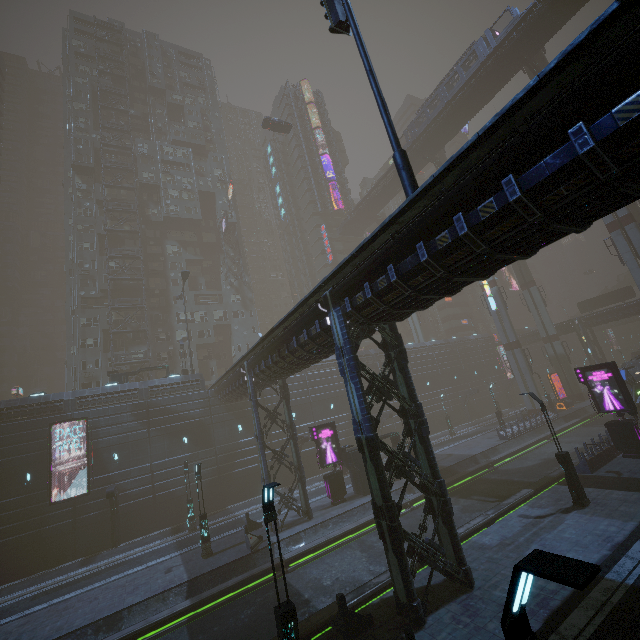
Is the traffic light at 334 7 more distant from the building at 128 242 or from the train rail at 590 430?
the train rail at 590 430

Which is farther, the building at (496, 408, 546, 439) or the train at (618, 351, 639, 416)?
the building at (496, 408, 546, 439)

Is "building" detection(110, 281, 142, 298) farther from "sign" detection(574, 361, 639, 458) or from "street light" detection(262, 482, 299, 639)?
"street light" detection(262, 482, 299, 639)

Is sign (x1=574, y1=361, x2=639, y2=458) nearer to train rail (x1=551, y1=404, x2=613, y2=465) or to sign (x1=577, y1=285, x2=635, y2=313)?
train rail (x1=551, y1=404, x2=613, y2=465)

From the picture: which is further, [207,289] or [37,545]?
[207,289]

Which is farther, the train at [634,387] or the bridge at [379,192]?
the bridge at [379,192]

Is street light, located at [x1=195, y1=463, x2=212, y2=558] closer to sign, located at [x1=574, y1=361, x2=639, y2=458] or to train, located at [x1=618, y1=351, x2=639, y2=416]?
sign, located at [x1=574, y1=361, x2=639, y2=458]

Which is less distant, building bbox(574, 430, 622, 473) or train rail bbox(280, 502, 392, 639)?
train rail bbox(280, 502, 392, 639)
